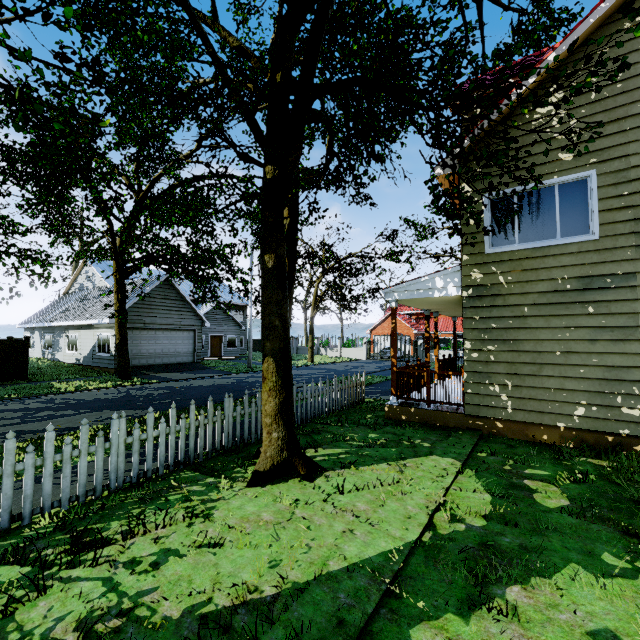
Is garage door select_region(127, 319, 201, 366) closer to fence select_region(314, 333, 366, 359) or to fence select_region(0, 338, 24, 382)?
fence select_region(0, 338, 24, 382)

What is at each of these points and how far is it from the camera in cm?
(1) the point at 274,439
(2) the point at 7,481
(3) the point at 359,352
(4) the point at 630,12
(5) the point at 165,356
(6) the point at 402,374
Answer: (1) tree, 489
(2) fence, 366
(3) fence, 3644
(4) tree, 242
(5) garage door, 2198
(6) wooden rail, 917

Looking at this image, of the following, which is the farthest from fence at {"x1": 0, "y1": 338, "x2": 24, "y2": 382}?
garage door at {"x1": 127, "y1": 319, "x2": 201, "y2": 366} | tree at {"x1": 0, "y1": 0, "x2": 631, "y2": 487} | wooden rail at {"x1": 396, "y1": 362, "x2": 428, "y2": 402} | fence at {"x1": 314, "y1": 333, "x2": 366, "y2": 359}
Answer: fence at {"x1": 314, "y1": 333, "x2": 366, "y2": 359}

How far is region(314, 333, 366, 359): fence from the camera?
36.1 meters

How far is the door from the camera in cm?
3095

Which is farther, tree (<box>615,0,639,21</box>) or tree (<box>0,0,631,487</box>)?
tree (<box>0,0,631,487</box>)

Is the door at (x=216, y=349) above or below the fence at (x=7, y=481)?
above

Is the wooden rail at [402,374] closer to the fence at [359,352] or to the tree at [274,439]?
the tree at [274,439]
